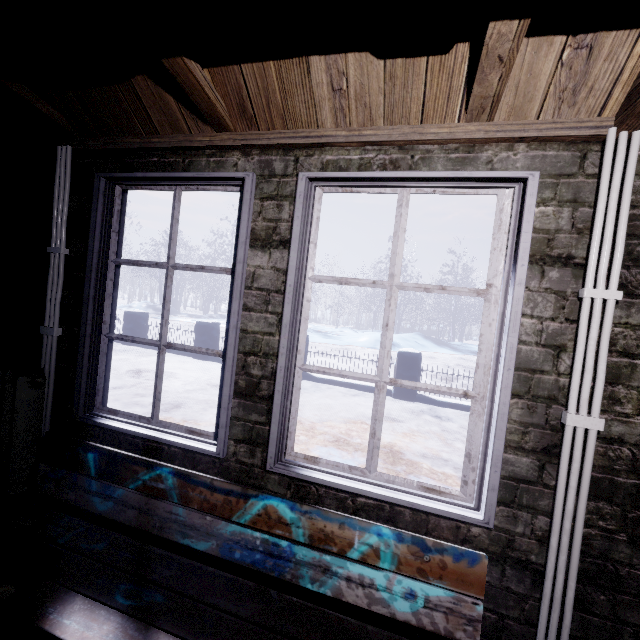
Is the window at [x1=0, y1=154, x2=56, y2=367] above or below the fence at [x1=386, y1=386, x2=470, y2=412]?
above

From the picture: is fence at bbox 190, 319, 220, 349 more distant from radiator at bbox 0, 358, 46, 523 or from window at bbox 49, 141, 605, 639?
radiator at bbox 0, 358, 46, 523

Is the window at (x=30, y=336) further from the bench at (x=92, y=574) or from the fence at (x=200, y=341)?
the fence at (x=200, y=341)

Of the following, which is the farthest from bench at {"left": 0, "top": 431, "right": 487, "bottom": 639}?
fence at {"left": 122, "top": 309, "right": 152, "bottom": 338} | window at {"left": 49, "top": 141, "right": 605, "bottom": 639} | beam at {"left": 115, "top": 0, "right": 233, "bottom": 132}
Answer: fence at {"left": 122, "top": 309, "right": 152, "bottom": 338}

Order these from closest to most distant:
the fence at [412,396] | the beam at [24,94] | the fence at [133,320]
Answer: the beam at [24,94]
the fence at [412,396]
the fence at [133,320]

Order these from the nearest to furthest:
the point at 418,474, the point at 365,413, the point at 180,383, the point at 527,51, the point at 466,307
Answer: the point at 527,51 → the point at 418,474 → the point at 365,413 → the point at 180,383 → the point at 466,307

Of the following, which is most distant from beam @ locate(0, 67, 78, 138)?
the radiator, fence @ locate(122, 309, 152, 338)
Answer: fence @ locate(122, 309, 152, 338)

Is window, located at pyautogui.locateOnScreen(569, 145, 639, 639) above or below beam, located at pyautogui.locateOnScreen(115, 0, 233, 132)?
below
